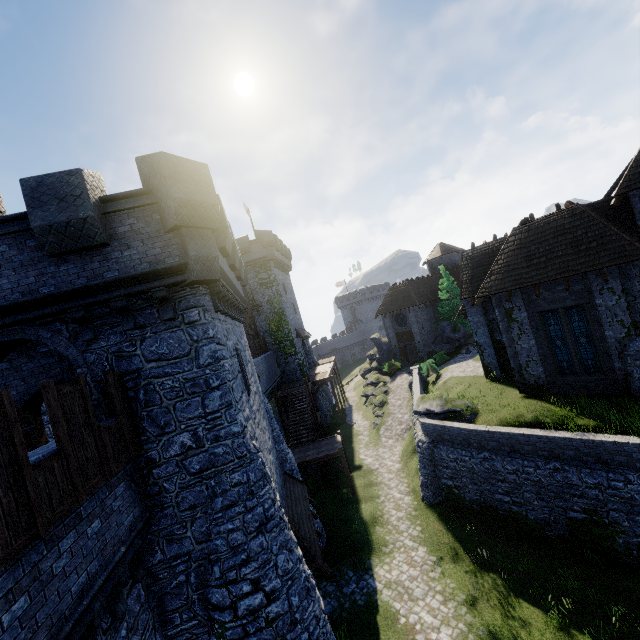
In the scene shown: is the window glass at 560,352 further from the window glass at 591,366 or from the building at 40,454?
the building at 40,454

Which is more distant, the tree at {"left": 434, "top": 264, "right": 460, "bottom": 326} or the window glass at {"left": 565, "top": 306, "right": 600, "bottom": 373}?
the tree at {"left": 434, "top": 264, "right": 460, "bottom": 326}

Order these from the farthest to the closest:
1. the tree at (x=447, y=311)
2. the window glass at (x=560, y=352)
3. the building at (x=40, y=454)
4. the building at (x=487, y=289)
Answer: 1. the tree at (x=447, y=311)
2. the window glass at (x=560, y=352)
3. the building at (x=487, y=289)
4. the building at (x=40, y=454)

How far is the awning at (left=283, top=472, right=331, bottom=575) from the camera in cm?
1102

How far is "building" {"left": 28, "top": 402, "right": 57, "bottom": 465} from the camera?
5.39m

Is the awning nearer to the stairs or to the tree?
the stairs

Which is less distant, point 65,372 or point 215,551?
point 215,551

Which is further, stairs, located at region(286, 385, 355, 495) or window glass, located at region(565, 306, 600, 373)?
stairs, located at region(286, 385, 355, 495)
